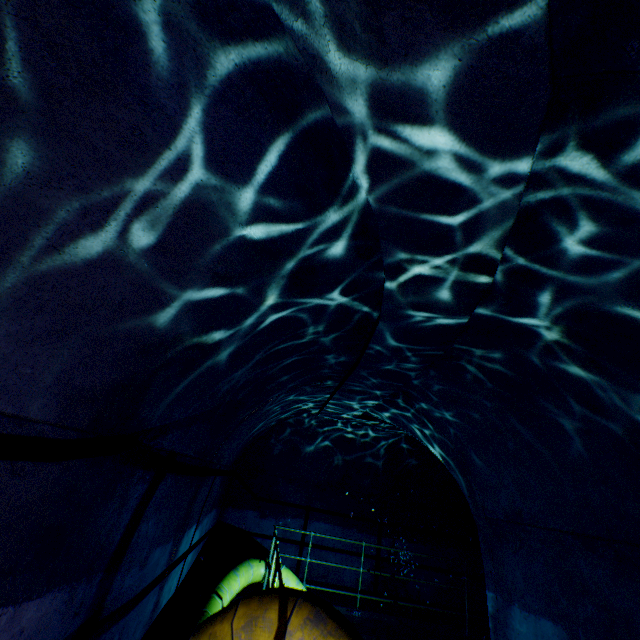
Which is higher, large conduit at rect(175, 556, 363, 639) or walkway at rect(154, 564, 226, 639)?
large conduit at rect(175, 556, 363, 639)

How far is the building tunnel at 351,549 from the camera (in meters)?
8.43

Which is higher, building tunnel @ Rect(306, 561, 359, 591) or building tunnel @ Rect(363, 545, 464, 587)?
building tunnel @ Rect(363, 545, 464, 587)

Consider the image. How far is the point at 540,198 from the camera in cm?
180

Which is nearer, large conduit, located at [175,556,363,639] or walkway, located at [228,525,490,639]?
large conduit, located at [175,556,363,639]

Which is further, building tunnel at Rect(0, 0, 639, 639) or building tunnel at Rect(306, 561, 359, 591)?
building tunnel at Rect(306, 561, 359, 591)

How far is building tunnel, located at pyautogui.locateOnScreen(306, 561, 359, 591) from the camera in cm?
820
